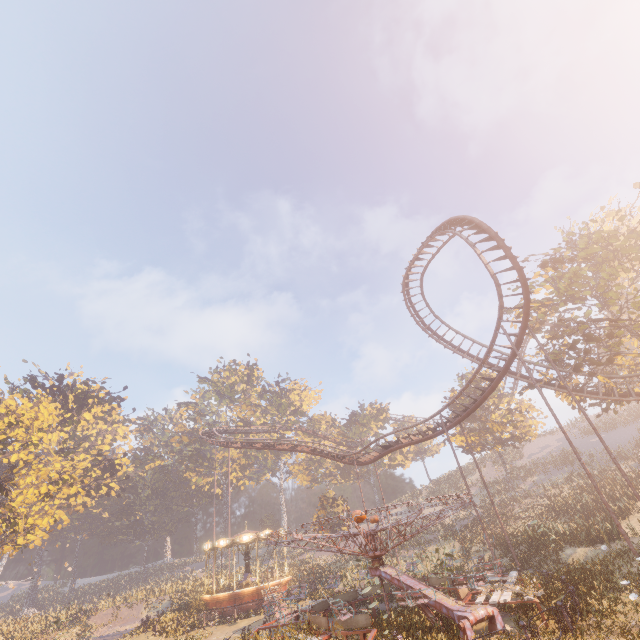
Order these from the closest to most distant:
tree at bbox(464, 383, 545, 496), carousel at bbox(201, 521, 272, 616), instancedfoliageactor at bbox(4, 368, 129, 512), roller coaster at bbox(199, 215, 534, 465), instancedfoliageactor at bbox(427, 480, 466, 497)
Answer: roller coaster at bbox(199, 215, 534, 465)
carousel at bbox(201, 521, 272, 616)
tree at bbox(464, 383, 545, 496)
instancedfoliageactor at bbox(4, 368, 129, 512)
instancedfoliageactor at bbox(427, 480, 466, 497)

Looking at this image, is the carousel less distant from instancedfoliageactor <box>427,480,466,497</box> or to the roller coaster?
instancedfoliageactor <box>427,480,466,497</box>

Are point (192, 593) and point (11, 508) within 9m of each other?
no

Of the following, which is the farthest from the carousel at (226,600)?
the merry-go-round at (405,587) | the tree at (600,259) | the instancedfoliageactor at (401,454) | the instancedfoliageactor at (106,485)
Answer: the instancedfoliageactor at (401,454)

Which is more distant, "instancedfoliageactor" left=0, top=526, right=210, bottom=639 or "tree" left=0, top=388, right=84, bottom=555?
"tree" left=0, top=388, right=84, bottom=555

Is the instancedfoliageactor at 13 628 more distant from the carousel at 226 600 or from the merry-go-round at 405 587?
the merry-go-round at 405 587

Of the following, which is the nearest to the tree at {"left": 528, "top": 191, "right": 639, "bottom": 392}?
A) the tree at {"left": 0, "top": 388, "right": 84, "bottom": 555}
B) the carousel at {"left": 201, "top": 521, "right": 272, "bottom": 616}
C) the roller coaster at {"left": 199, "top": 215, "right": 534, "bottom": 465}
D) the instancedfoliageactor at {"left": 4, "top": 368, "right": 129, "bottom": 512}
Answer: the roller coaster at {"left": 199, "top": 215, "right": 534, "bottom": 465}

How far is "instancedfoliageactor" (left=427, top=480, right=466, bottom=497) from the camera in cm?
5376
